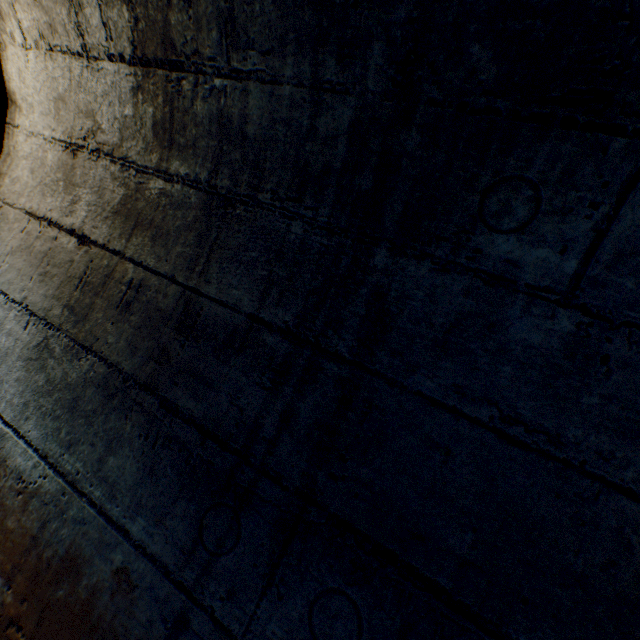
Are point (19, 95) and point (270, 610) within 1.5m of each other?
no
